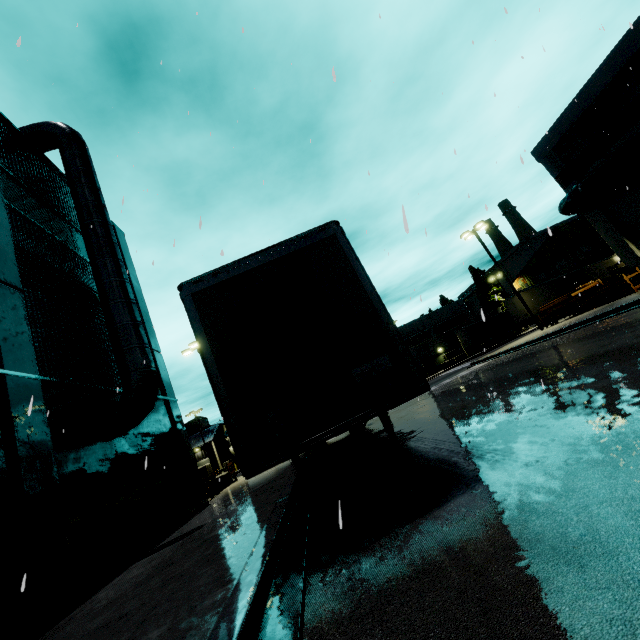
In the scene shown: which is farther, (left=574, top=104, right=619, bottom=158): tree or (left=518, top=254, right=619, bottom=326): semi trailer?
(left=518, top=254, right=619, bottom=326): semi trailer

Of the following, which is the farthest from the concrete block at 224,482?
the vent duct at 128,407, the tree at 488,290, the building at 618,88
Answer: the tree at 488,290

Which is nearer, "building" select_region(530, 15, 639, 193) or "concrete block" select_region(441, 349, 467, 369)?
"building" select_region(530, 15, 639, 193)

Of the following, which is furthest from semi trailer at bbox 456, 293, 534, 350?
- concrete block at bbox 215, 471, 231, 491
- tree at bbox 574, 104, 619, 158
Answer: tree at bbox 574, 104, 619, 158

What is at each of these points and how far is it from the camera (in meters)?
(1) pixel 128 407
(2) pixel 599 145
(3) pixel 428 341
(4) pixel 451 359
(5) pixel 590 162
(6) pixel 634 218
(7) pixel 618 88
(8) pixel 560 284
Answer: (1) vent duct, 9.31
(2) tree, 17.84
(3) building, 49.72
(4) concrete block, 47.72
(5) building, 18.72
(6) building, 17.81
(7) building, 16.20
(8) semi trailer, 31.36

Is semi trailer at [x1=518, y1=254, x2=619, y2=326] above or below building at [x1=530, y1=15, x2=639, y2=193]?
below

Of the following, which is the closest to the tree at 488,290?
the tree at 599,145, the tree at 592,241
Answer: the tree at 592,241

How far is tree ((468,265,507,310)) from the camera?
54.0 meters
